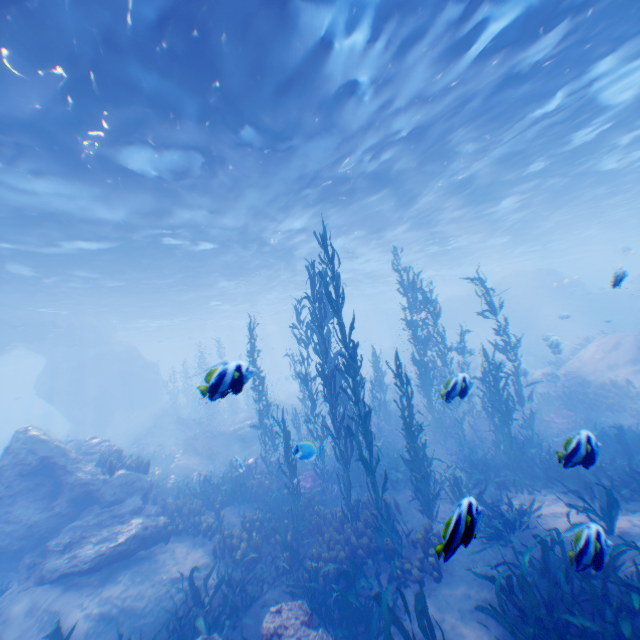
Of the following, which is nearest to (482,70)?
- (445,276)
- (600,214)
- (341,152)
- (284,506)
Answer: (341,152)

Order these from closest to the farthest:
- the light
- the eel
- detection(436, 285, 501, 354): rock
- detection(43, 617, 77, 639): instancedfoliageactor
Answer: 1. detection(43, 617, 77, 639): instancedfoliageactor
2. the light
3. the eel
4. detection(436, 285, 501, 354): rock

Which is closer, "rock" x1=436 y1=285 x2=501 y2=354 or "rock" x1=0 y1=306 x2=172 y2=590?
"rock" x1=0 y1=306 x2=172 y2=590

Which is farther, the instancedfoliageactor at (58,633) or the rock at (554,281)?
the rock at (554,281)

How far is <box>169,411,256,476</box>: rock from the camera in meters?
17.6 m

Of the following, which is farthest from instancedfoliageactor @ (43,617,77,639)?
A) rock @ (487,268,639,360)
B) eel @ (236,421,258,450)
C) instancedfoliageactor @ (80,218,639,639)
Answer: eel @ (236,421,258,450)

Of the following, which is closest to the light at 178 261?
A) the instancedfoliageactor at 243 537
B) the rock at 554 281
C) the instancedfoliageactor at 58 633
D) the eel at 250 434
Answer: the rock at 554 281

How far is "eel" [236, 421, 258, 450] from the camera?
18.4m
